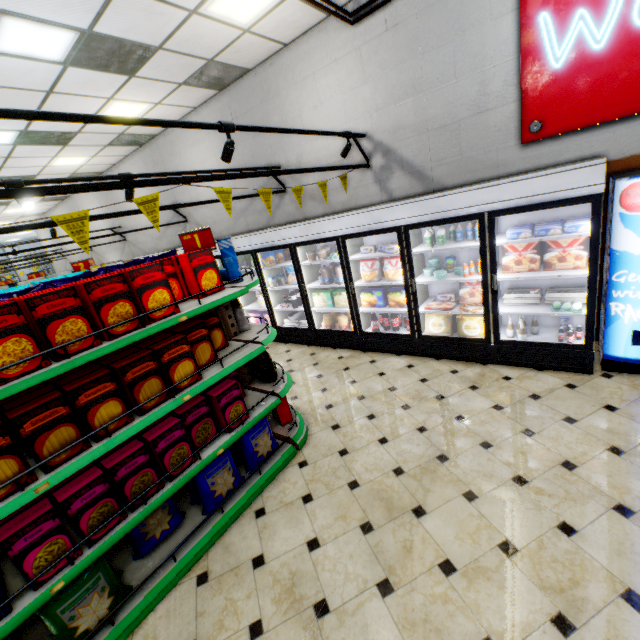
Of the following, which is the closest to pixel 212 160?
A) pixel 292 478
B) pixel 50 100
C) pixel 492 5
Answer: pixel 50 100

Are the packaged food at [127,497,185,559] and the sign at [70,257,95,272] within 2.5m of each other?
no

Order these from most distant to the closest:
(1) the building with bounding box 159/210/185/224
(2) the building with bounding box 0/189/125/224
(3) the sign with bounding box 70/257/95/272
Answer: (2) the building with bounding box 0/189/125/224, (1) the building with bounding box 159/210/185/224, (3) the sign with bounding box 70/257/95/272

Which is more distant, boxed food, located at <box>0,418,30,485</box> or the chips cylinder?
the chips cylinder

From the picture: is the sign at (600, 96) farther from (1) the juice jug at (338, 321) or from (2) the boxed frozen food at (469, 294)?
(1) the juice jug at (338, 321)

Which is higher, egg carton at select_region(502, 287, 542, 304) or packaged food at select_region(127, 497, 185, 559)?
egg carton at select_region(502, 287, 542, 304)

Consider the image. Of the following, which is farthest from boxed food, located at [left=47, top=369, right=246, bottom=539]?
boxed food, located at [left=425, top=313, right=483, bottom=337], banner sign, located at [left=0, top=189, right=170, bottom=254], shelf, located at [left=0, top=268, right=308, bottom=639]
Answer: boxed food, located at [left=425, top=313, right=483, bottom=337]

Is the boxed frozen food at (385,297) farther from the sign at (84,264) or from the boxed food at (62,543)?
the sign at (84,264)
